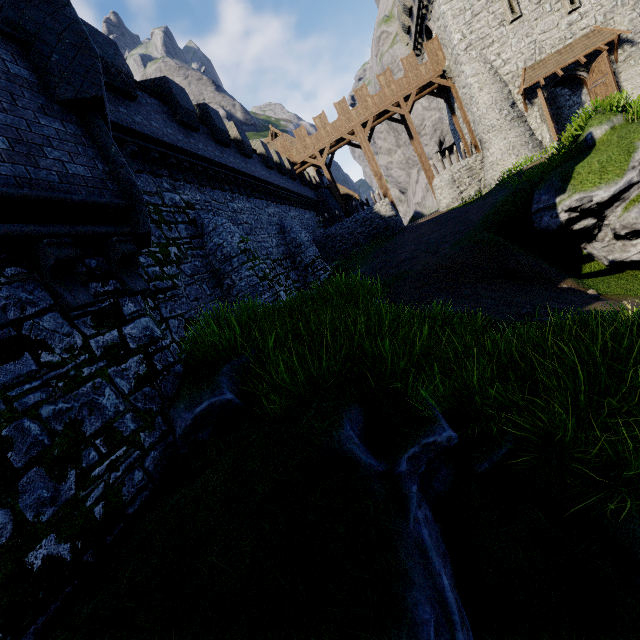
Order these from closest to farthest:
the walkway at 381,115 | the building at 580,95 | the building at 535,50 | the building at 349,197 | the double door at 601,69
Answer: the double door at 601,69, the building at 535,50, the building at 580,95, the walkway at 381,115, the building at 349,197

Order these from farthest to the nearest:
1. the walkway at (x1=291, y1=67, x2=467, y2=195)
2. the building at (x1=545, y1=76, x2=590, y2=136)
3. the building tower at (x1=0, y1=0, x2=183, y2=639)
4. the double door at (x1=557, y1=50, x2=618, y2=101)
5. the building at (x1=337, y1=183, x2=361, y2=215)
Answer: the building at (x1=337, y1=183, x2=361, y2=215)
the walkway at (x1=291, y1=67, x2=467, y2=195)
the building at (x1=545, y1=76, x2=590, y2=136)
the double door at (x1=557, y1=50, x2=618, y2=101)
the building tower at (x1=0, y1=0, x2=183, y2=639)

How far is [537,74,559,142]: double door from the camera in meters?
21.0

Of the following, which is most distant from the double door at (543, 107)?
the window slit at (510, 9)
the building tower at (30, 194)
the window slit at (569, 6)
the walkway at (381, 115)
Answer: the building tower at (30, 194)

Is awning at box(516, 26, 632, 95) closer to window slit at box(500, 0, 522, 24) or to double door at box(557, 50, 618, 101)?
double door at box(557, 50, 618, 101)

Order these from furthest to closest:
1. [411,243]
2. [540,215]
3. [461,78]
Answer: [461,78] < [411,243] < [540,215]

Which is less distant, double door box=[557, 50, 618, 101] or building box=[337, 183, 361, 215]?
double door box=[557, 50, 618, 101]

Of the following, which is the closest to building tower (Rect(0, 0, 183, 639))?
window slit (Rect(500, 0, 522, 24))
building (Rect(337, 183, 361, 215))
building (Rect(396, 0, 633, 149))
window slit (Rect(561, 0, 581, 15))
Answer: building (Rect(396, 0, 633, 149))
